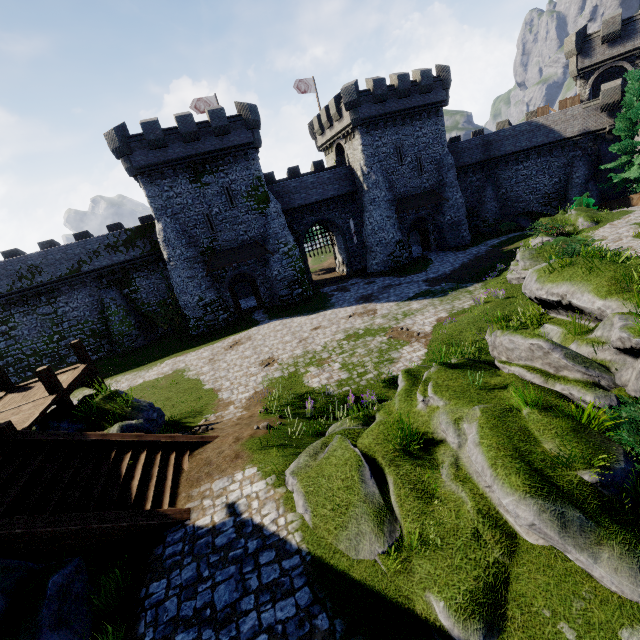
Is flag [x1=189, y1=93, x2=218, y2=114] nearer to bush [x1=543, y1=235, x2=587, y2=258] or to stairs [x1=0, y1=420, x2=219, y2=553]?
bush [x1=543, y1=235, x2=587, y2=258]

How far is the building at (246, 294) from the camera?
35.0m

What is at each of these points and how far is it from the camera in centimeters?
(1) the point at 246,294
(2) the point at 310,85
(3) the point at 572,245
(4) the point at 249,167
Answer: (1) building, 3850cm
(2) flag, 3603cm
(3) bush, 1426cm
(4) building, 2795cm

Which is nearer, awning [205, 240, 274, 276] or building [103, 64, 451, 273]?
building [103, 64, 451, 273]

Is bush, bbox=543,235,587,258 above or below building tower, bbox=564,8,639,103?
below

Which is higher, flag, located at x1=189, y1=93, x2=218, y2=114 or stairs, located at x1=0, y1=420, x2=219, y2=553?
flag, located at x1=189, y1=93, x2=218, y2=114

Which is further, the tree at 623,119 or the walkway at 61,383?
the tree at 623,119

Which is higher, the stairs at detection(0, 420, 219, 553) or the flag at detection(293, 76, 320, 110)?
the flag at detection(293, 76, 320, 110)
